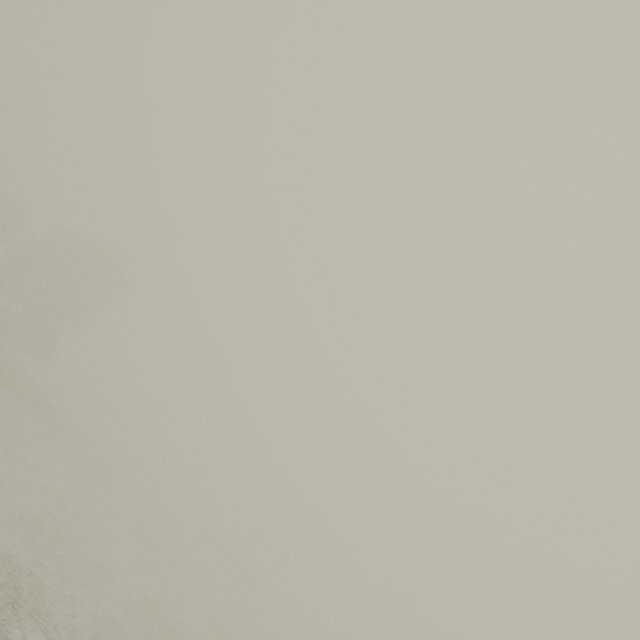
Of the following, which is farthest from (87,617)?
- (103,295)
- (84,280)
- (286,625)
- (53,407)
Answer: (286,625)
